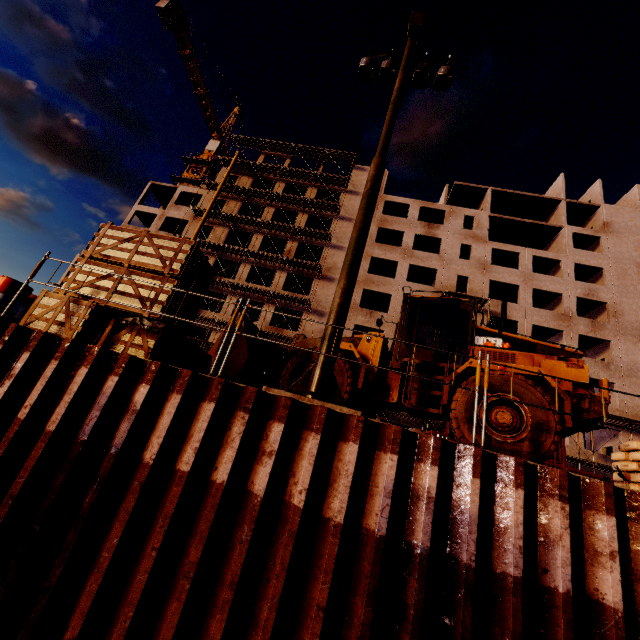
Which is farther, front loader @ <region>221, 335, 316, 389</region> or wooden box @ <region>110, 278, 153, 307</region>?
front loader @ <region>221, 335, 316, 389</region>

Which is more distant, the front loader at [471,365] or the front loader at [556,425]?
the front loader at [471,365]

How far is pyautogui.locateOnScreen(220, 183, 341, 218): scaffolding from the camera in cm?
3512

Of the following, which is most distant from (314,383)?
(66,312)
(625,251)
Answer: (625,251)

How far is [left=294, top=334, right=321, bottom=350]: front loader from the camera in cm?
837

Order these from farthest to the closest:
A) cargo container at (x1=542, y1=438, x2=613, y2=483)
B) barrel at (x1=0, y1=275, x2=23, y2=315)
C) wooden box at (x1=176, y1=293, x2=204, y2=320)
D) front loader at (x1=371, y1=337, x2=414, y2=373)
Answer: cargo container at (x1=542, y1=438, x2=613, y2=483), front loader at (x1=371, y1=337, x2=414, y2=373), wooden box at (x1=176, y1=293, x2=204, y2=320), barrel at (x1=0, y1=275, x2=23, y2=315)

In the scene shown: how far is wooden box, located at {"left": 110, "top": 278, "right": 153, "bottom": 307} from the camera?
6.2m

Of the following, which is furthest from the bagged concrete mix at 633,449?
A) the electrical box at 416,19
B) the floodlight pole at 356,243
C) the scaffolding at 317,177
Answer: the scaffolding at 317,177
